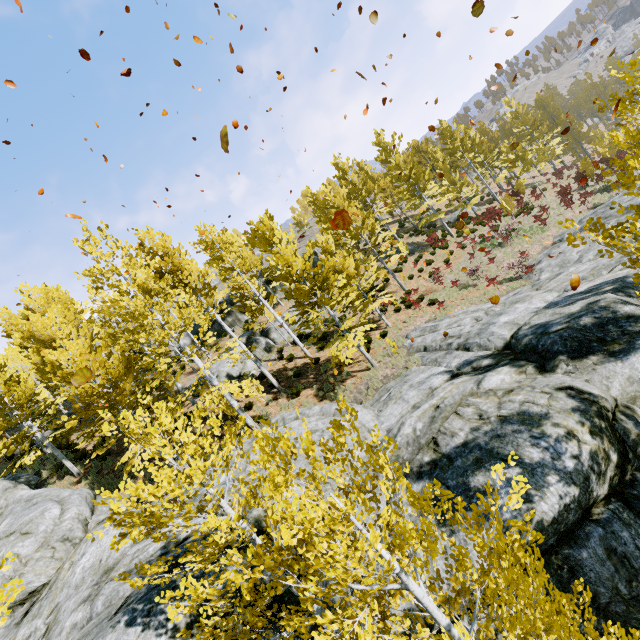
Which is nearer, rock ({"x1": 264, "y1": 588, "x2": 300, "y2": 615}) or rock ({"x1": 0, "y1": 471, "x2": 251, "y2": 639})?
rock ({"x1": 0, "y1": 471, "x2": 251, "y2": 639})

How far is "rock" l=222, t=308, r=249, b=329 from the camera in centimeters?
3064cm

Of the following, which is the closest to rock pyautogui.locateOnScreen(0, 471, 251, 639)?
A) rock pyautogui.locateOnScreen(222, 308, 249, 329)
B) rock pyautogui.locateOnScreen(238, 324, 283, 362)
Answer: rock pyautogui.locateOnScreen(222, 308, 249, 329)

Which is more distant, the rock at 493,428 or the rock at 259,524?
the rock at 259,524

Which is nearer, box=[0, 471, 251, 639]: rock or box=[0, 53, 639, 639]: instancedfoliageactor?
box=[0, 53, 639, 639]: instancedfoliageactor

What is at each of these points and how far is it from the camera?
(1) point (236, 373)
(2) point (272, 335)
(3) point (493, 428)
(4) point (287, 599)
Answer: (1) rock, 19.8 meters
(2) rock, 23.8 meters
(3) rock, 6.6 meters
(4) rock, 5.7 meters

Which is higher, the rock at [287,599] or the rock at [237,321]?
the rock at [237,321]
